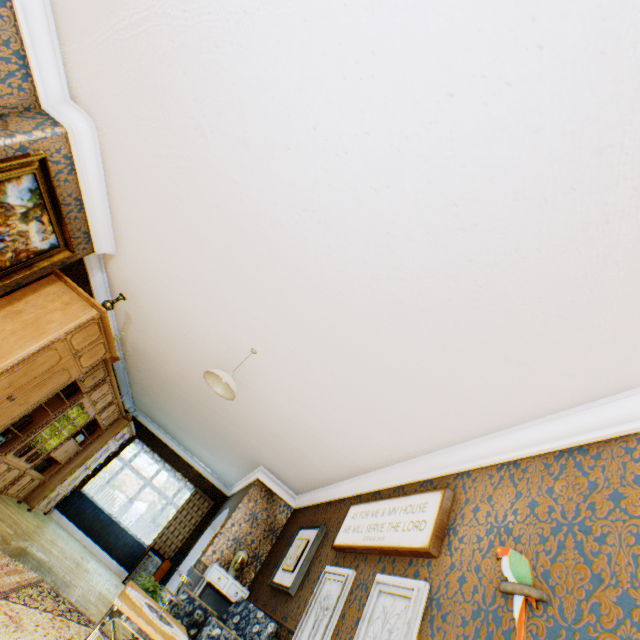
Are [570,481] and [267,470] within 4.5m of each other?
no

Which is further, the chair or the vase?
the vase

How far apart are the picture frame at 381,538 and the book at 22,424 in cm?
508

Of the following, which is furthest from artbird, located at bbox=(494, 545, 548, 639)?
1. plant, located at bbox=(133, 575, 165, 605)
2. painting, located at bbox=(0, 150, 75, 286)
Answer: plant, located at bbox=(133, 575, 165, 605)

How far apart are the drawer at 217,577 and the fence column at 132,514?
21.0m

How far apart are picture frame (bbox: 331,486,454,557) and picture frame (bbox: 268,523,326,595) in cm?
71

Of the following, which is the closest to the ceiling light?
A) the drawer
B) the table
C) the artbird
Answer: the table

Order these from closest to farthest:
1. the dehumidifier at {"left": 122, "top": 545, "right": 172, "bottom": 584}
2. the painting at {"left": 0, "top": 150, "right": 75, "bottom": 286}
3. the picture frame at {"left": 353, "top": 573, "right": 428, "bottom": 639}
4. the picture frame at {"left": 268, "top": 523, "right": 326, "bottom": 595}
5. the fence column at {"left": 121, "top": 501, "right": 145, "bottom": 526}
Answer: the picture frame at {"left": 353, "top": 573, "right": 428, "bottom": 639}
the painting at {"left": 0, "top": 150, "right": 75, "bottom": 286}
the picture frame at {"left": 268, "top": 523, "right": 326, "bottom": 595}
the dehumidifier at {"left": 122, "top": 545, "right": 172, "bottom": 584}
the fence column at {"left": 121, "top": 501, "right": 145, "bottom": 526}
